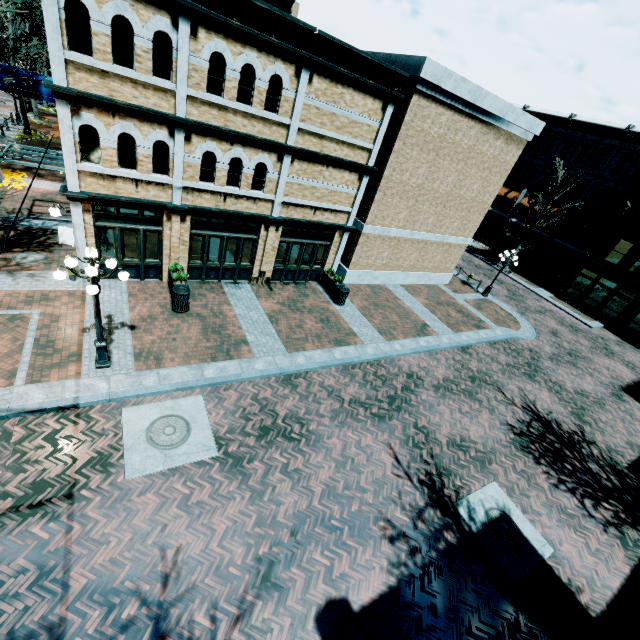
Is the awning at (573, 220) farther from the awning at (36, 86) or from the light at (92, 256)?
the awning at (36, 86)

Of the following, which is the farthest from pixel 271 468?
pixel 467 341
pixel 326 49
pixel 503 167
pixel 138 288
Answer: pixel 503 167

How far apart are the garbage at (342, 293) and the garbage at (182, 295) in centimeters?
681cm

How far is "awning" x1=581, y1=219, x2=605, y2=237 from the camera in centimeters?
2891cm

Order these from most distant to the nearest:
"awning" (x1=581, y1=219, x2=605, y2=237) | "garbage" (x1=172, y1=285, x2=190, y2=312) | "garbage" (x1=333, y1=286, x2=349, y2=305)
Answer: "awning" (x1=581, y1=219, x2=605, y2=237) < "garbage" (x1=333, y1=286, x2=349, y2=305) < "garbage" (x1=172, y1=285, x2=190, y2=312)

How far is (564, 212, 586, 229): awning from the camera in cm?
3002

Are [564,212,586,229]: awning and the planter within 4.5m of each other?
no

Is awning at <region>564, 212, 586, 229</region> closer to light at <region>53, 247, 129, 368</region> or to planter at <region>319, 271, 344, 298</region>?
planter at <region>319, 271, 344, 298</region>
